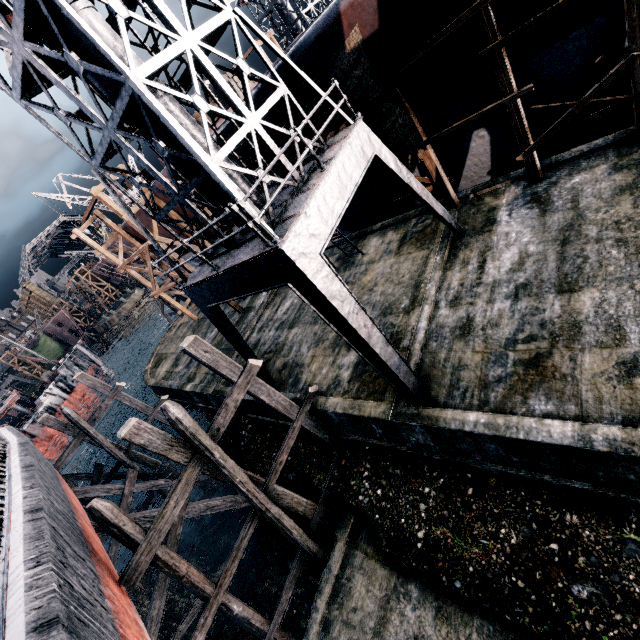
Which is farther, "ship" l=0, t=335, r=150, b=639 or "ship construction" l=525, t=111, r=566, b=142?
"ship construction" l=525, t=111, r=566, b=142

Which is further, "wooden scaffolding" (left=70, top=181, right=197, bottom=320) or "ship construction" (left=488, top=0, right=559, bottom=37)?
"wooden scaffolding" (left=70, top=181, right=197, bottom=320)

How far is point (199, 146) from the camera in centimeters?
716cm

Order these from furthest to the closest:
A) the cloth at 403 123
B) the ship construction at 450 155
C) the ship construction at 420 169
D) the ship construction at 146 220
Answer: the ship construction at 146 220
the ship construction at 420 169
the ship construction at 450 155
the cloth at 403 123

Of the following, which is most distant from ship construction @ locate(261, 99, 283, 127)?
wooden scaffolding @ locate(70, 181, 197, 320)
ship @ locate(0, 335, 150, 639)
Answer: ship @ locate(0, 335, 150, 639)

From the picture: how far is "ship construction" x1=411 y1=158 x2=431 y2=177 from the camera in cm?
1423

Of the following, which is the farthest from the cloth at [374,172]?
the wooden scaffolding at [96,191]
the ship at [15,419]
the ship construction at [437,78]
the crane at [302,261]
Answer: the ship at [15,419]

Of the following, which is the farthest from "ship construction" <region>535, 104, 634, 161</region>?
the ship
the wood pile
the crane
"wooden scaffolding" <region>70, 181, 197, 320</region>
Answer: the ship
